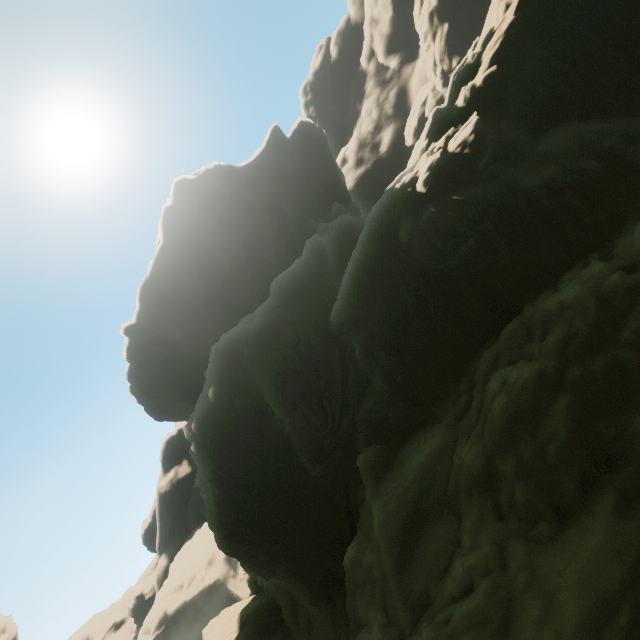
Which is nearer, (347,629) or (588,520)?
(588,520)
